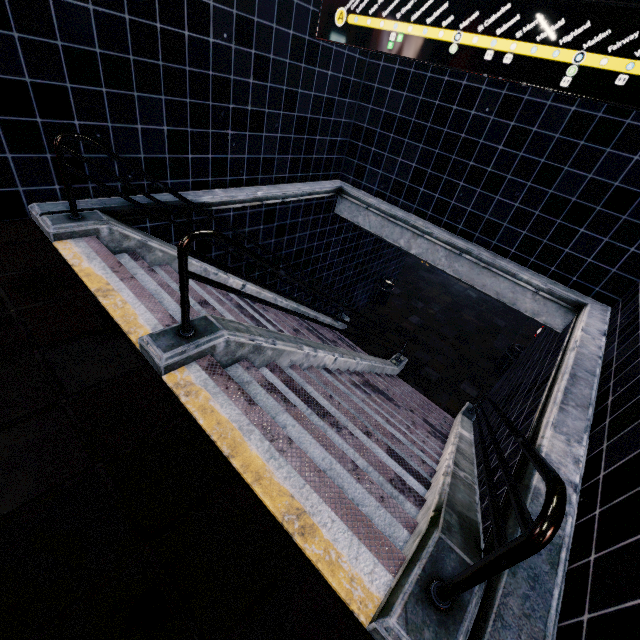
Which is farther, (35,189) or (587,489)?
(35,189)
